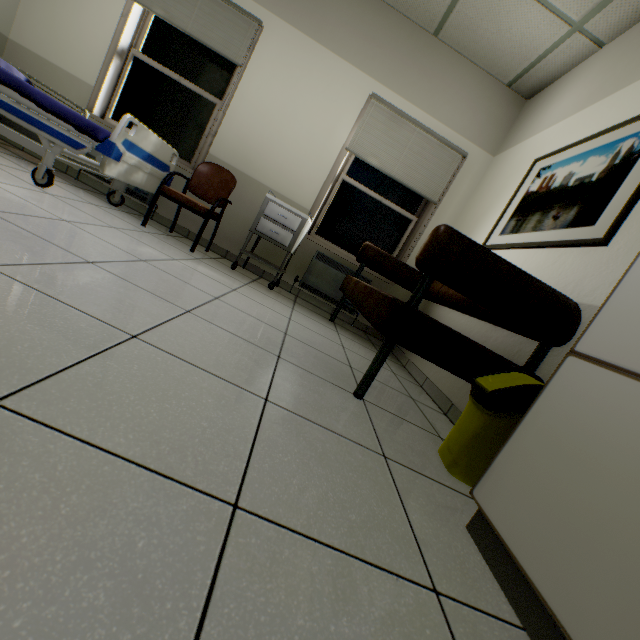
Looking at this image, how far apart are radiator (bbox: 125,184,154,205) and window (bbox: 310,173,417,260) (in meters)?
1.80

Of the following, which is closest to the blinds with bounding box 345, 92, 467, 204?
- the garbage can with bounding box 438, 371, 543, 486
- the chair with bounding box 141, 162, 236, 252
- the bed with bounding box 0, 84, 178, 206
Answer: the chair with bounding box 141, 162, 236, 252

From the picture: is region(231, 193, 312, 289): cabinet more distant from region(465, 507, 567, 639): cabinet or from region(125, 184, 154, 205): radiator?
region(465, 507, 567, 639): cabinet

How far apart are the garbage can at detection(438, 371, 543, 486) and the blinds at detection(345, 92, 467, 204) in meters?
2.8

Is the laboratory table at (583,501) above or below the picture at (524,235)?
below

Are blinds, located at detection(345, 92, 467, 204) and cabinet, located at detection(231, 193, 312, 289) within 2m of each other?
yes

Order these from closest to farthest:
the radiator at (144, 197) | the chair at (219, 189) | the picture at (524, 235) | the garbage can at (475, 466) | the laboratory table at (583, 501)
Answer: the laboratory table at (583, 501)
the garbage can at (475, 466)
the picture at (524, 235)
the chair at (219, 189)
the radiator at (144, 197)

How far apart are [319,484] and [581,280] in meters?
1.9
